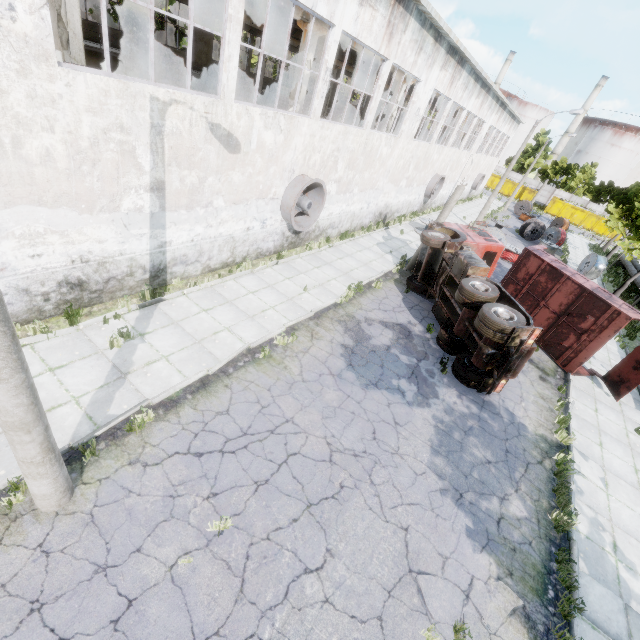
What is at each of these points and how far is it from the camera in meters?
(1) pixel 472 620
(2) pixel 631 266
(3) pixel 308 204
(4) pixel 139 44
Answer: (1) asphalt debris, 5.6
(2) pipe, 31.2
(3) fan, 13.0
(4) column, 18.8

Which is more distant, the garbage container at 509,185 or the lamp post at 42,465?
the garbage container at 509,185

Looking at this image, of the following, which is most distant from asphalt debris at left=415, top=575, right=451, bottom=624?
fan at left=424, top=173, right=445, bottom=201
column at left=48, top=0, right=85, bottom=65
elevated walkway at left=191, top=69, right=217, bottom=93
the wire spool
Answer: the wire spool

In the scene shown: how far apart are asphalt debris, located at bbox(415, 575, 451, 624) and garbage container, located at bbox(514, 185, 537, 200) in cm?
6594

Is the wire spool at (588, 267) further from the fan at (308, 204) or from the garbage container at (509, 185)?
the garbage container at (509, 185)

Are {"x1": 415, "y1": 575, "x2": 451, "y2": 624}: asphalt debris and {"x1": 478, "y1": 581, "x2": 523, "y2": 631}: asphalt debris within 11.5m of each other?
yes

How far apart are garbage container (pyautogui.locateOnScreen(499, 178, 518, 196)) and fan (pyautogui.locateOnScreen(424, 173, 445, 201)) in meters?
39.6 m

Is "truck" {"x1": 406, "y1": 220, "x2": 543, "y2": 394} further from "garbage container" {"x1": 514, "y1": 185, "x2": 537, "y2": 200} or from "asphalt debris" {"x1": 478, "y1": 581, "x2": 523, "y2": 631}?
"garbage container" {"x1": 514, "y1": 185, "x2": 537, "y2": 200}
